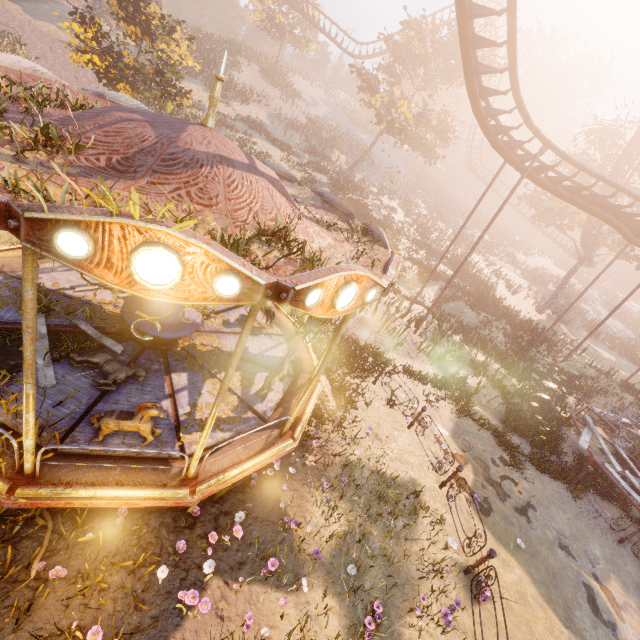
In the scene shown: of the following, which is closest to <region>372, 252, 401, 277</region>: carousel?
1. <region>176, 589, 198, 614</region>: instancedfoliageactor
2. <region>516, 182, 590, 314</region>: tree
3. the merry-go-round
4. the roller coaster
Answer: <region>176, 589, 198, 614</region>: instancedfoliageactor

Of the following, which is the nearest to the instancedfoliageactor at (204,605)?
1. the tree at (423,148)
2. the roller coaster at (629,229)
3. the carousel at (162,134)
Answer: the carousel at (162,134)

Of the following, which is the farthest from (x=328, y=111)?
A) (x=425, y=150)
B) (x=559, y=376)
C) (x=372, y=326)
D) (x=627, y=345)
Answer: (x=627, y=345)

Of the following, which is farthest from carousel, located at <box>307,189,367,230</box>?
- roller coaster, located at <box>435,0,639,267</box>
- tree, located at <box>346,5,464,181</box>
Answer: tree, located at <box>346,5,464,181</box>

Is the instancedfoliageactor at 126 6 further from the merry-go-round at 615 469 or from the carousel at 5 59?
the merry-go-round at 615 469

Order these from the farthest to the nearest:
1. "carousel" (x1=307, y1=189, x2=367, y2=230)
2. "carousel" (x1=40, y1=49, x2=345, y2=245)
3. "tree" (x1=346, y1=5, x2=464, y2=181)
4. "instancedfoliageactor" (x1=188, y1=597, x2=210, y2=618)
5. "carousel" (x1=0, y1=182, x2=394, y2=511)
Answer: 1. "tree" (x1=346, y1=5, x2=464, y2=181)
2. "carousel" (x1=307, y1=189, x2=367, y2=230)
3. "instancedfoliageactor" (x1=188, y1=597, x2=210, y2=618)
4. "carousel" (x1=40, y1=49, x2=345, y2=245)
5. "carousel" (x1=0, y1=182, x2=394, y2=511)

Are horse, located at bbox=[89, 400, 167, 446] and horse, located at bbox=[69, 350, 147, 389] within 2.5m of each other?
yes

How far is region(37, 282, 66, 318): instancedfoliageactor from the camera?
6.3 meters
